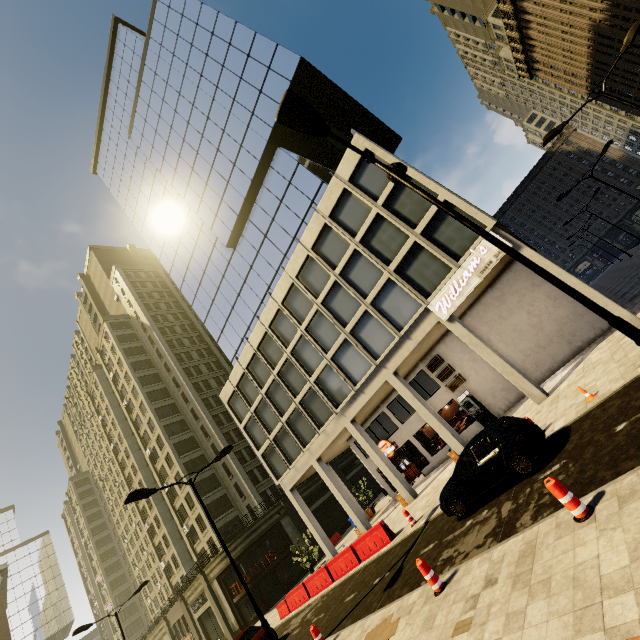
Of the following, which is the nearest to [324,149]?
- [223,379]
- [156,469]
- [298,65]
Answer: [298,65]

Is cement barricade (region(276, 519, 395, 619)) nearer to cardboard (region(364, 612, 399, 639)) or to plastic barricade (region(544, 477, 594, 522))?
cardboard (region(364, 612, 399, 639))

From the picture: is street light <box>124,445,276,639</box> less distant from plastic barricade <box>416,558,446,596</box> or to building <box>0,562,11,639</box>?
plastic barricade <box>416,558,446,596</box>

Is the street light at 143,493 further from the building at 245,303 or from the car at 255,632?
the building at 245,303

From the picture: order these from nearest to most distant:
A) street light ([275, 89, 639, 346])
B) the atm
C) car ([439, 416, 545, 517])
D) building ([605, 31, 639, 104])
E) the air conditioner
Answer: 1. street light ([275, 89, 639, 346])
2. car ([439, 416, 545, 517])
3. the atm
4. the air conditioner
5. building ([605, 31, 639, 104])

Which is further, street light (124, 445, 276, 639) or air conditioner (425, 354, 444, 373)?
air conditioner (425, 354, 444, 373)

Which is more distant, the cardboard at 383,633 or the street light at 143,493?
the street light at 143,493

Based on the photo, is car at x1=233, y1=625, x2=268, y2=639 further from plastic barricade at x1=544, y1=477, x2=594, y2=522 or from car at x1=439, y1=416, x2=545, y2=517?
plastic barricade at x1=544, y1=477, x2=594, y2=522
